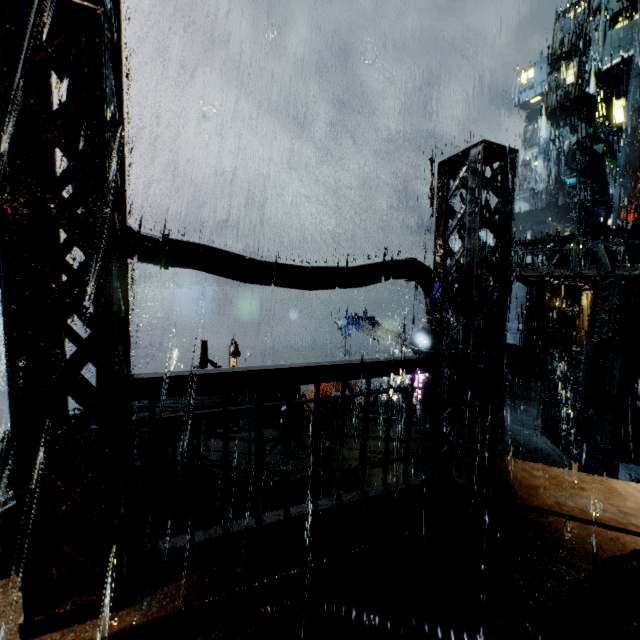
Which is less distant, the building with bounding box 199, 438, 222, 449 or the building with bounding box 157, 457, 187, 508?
the building with bounding box 157, 457, 187, 508

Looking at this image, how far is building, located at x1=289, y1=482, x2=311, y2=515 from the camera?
4.1 meters

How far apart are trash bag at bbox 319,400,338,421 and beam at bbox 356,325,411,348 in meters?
8.5 m

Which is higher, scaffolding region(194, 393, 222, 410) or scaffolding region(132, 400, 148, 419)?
scaffolding region(194, 393, 222, 410)

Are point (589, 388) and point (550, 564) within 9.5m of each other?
no

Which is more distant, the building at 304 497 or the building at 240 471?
the building at 240 471

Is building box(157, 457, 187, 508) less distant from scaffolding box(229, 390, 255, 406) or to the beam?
the beam

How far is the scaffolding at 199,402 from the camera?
5.9 meters
